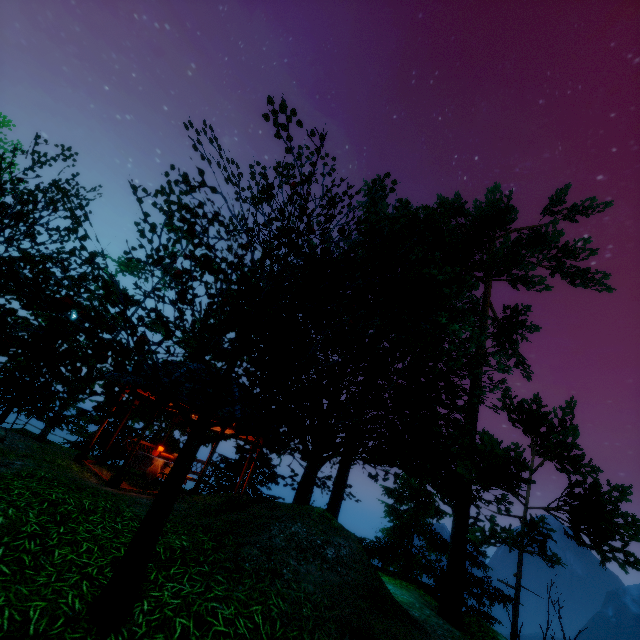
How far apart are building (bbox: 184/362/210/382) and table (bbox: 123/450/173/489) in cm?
258

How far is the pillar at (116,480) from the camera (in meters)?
9.05

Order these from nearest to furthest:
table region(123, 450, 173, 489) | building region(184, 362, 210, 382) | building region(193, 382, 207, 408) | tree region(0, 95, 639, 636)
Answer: tree region(0, 95, 639, 636) < building region(193, 382, 207, 408) < table region(123, 450, 173, 489) < building region(184, 362, 210, 382)

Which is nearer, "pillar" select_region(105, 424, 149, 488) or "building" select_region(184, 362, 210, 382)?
"pillar" select_region(105, 424, 149, 488)

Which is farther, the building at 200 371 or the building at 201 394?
the building at 200 371

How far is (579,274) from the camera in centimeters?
1659cm

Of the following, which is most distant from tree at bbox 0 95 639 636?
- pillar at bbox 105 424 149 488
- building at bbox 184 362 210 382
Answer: pillar at bbox 105 424 149 488

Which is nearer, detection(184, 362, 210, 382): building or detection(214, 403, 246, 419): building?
detection(214, 403, 246, 419): building
